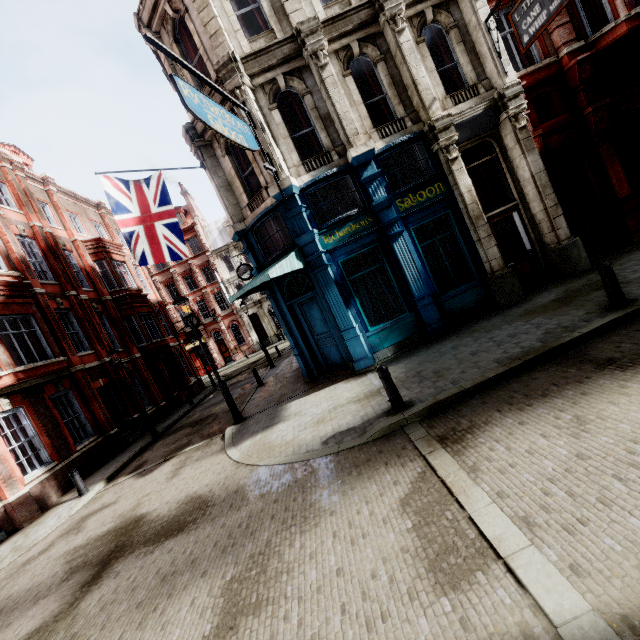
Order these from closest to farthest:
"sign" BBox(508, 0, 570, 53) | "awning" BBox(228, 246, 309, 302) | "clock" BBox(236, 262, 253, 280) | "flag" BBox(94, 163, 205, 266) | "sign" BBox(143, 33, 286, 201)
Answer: "sign" BBox(143, 33, 286, 201) < "sign" BBox(508, 0, 570, 53) < "awning" BBox(228, 246, 309, 302) < "flag" BBox(94, 163, 205, 266) < "clock" BBox(236, 262, 253, 280)

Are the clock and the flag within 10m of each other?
yes

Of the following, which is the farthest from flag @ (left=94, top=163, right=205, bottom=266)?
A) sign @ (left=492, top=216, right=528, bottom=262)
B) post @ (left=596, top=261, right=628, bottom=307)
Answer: post @ (left=596, top=261, right=628, bottom=307)

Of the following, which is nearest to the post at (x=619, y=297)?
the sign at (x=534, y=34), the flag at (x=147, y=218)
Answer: the sign at (x=534, y=34)

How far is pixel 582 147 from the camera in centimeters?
1040cm

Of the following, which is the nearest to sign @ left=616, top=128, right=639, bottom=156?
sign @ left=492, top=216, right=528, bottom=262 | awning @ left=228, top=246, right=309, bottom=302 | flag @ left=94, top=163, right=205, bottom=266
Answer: sign @ left=492, top=216, right=528, bottom=262

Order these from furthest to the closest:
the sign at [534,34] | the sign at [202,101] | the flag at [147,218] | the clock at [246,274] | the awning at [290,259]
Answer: the clock at [246,274] → the flag at [147,218] → the awning at [290,259] → the sign at [534,34] → the sign at [202,101]

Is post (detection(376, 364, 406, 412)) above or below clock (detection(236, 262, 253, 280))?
below
